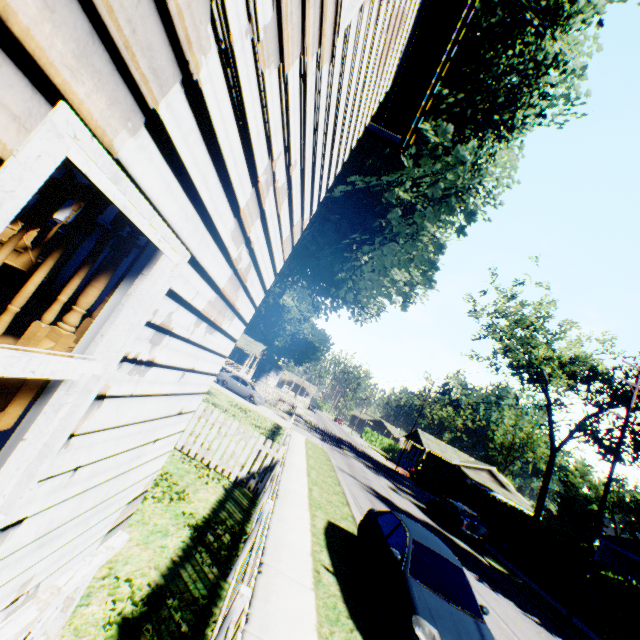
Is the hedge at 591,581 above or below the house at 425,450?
below

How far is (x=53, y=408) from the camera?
1.6 meters

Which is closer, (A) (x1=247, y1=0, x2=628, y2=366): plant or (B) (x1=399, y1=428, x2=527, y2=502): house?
(A) (x1=247, y1=0, x2=628, y2=366): plant

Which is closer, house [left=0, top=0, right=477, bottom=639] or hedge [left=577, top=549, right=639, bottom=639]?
house [left=0, top=0, right=477, bottom=639]

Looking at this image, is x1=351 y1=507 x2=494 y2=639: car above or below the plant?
below

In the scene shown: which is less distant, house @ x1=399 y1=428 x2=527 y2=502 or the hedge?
the hedge

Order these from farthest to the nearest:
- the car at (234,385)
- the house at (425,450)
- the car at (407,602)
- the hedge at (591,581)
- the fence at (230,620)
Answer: the house at (425,450) → the car at (234,385) → the hedge at (591,581) → the car at (407,602) → the fence at (230,620)

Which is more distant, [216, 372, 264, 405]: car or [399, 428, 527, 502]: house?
[399, 428, 527, 502]: house
